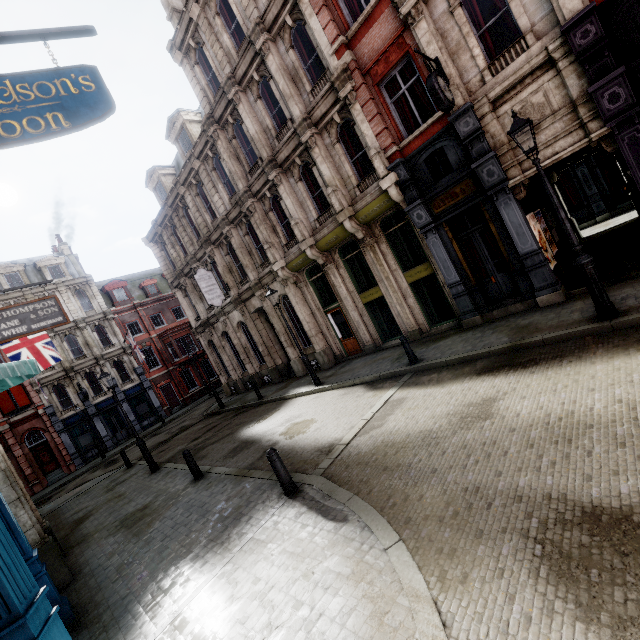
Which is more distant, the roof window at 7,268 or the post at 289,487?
the roof window at 7,268

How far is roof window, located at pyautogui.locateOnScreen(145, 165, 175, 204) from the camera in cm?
2233

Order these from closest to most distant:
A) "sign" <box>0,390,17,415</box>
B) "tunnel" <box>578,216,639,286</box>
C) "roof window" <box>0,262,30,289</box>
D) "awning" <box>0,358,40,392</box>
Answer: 1. "awning" <box>0,358,40,392</box>
2. "tunnel" <box>578,216,639,286</box>
3. "sign" <box>0,390,17,415</box>
4. "roof window" <box>0,262,30,289</box>

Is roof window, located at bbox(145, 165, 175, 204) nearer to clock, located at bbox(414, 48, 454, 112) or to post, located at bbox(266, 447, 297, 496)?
clock, located at bbox(414, 48, 454, 112)

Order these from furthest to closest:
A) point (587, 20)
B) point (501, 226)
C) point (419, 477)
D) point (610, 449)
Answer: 1. point (501, 226)
2. point (587, 20)
3. point (419, 477)
4. point (610, 449)

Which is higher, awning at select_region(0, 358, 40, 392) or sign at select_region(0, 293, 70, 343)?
sign at select_region(0, 293, 70, 343)

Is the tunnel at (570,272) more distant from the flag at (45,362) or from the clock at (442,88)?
the flag at (45,362)

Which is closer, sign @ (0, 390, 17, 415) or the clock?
the clock
